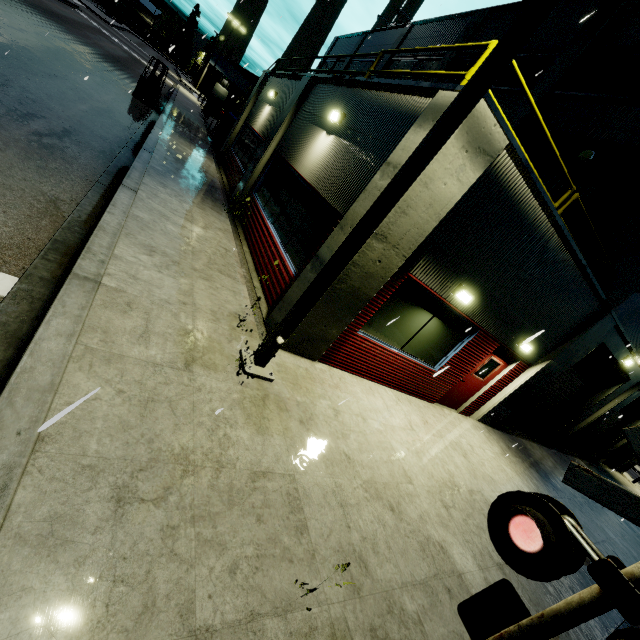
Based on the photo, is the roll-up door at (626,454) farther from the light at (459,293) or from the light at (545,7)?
the light at (545,7)

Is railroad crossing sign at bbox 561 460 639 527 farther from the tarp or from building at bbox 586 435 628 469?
the tarp

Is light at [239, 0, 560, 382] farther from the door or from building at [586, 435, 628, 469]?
the door

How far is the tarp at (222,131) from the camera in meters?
19.1

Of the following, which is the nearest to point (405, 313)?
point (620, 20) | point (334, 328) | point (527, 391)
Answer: point (334, 328)

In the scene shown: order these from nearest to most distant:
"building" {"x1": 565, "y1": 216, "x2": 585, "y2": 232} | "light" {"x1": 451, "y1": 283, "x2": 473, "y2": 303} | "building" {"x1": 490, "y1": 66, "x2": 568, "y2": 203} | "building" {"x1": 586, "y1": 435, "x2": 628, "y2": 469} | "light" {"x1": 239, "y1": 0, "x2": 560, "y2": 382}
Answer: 1. "light" {"x1": 239, "y1": 0, "x2": 560, "y2": 382}
2. "light" {"x1": 451, "y1": 283, "x2": 473, "y2": 303}
3. "building" {"x1": 565, "y1": 216, "x2": 585, "y2": 232}
4. "building" {"x1": 490, "y1": 66, "x2": 568, "y2": 203}
5. "building" {"x1": 586, "y1": 435, "x2": 628, "y2": 469}

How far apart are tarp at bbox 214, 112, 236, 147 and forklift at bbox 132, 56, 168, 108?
3.3m

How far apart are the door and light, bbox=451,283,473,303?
2.5m
